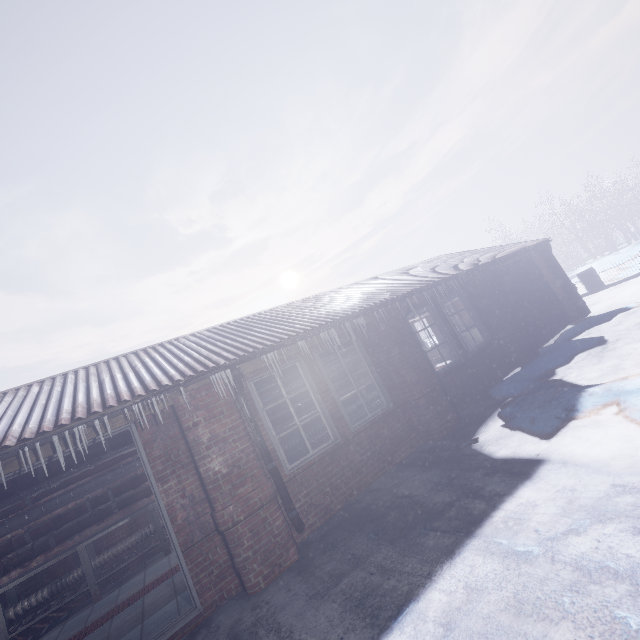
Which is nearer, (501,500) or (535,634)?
(535,634)

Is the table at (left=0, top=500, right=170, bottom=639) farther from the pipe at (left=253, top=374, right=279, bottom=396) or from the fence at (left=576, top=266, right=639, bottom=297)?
the fence at (left=576, top=266, right=639, bottom=297)

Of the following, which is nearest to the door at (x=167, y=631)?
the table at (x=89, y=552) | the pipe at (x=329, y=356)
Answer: the pipe at (x=329, y=356)

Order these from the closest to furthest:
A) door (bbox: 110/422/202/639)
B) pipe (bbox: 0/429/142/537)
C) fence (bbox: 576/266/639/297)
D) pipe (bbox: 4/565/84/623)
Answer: door (bbox: 110/422/202/639) → pipe (bbox: 0/429/142/537) → pipe (bbox: 4/565/84/623) → fence (bbox: 576/266/639/297)

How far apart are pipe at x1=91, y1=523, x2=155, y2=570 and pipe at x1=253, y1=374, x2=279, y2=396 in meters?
1.4

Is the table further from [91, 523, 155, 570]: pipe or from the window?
the window

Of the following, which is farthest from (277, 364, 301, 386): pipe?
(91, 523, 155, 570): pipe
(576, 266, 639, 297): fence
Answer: (576, 266, 639, 297): fence

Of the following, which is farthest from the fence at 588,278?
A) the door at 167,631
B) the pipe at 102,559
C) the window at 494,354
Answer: the door at 167,631
